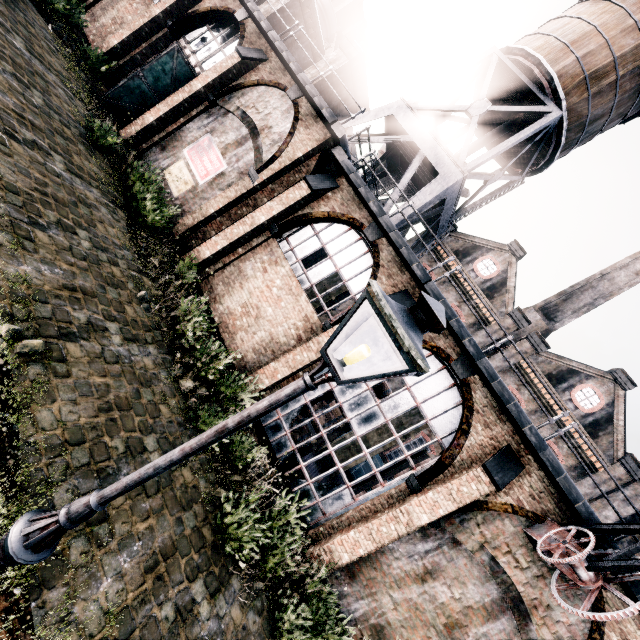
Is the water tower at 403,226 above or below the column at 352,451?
above

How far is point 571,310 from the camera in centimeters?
2805cm

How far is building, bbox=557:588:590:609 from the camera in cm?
894

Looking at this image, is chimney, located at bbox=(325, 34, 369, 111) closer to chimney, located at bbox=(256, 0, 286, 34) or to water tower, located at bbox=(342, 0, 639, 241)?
water tower, located at bbox=(342, 0, 639, 241)

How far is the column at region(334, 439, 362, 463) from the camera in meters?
16.2 m

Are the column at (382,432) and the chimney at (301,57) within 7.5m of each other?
no

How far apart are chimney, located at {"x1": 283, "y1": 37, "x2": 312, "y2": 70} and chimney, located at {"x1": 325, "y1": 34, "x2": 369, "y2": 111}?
4.9m

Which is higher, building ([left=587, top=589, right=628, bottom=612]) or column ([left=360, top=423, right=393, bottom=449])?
building ([left=587, top=589, right=628, bottom=612])
